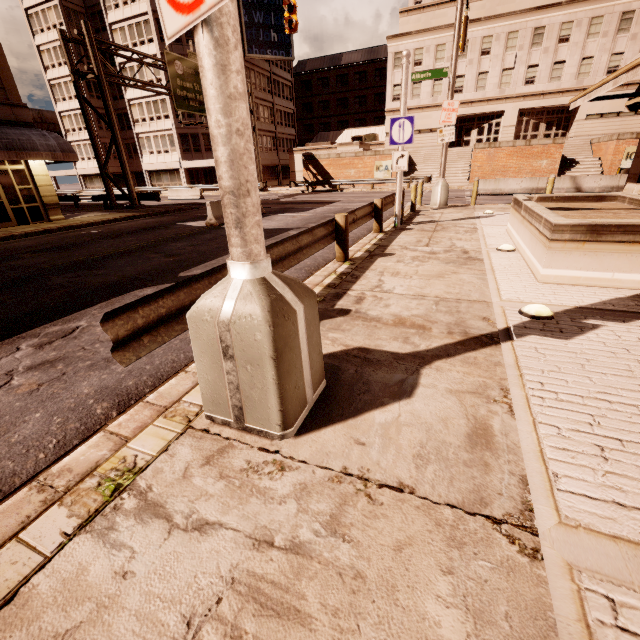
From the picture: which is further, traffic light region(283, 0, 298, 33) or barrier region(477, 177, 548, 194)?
barrier region(477, 177, 548, 194)

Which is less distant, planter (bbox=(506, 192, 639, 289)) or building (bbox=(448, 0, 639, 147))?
planter (bbox=(506, 192, 639, 289))

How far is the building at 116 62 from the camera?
39.3 meters

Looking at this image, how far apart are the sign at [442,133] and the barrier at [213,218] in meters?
8.9

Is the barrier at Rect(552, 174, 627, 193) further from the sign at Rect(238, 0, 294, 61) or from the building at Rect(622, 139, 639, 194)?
the sign at Rect(238, 0, 294, 61)

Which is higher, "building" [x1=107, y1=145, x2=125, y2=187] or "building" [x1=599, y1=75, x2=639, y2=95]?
"building" [x1=599, y1=75, x2=639, y2=95]

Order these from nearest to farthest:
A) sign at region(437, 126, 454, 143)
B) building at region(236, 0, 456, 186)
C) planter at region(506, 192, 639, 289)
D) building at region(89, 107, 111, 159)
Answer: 1. planter at region(506, 192, 639, 289)
2. sign at region(437, 126, 454, 143)
3. building at region(236, 0, 456, 186)
4. building at region(89, 107, 111, 159)

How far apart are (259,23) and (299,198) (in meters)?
30.21
